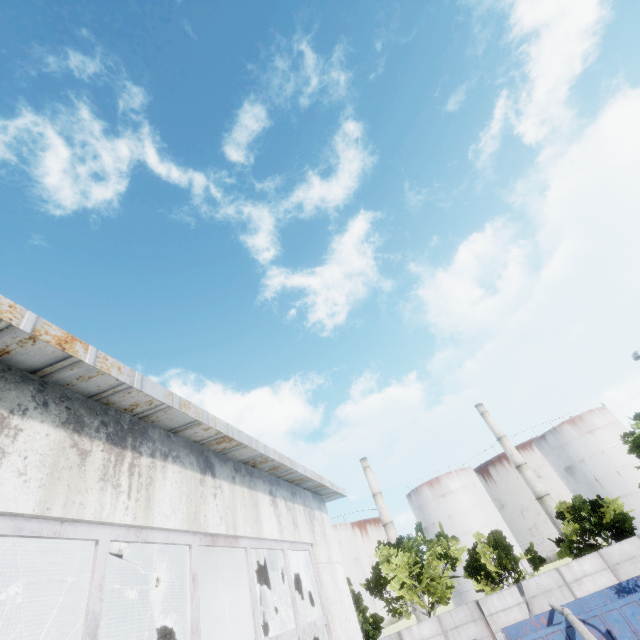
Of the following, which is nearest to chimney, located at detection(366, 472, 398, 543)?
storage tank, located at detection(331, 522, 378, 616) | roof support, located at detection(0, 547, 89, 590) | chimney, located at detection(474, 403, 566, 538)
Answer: storage tank, located at detection(331, 522, 378, 616)

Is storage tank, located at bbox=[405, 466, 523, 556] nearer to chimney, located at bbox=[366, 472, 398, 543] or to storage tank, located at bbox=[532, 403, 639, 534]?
chimney, located at bbox=[366, 472, 398, 543]

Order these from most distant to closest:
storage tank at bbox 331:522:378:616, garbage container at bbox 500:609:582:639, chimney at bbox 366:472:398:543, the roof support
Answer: chimney at bbox 366:472:398:543
storage tank at bbox 331:522:378:616
garbage container at bbox 500:609:582:639
the roof support

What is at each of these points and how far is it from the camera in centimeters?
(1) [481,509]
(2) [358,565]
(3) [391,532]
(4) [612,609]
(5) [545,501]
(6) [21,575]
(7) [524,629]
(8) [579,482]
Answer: (1) storage tank, 5053cm
(2) storage tank, 5491cm
(3) chimney, 5328cm
(4) garbage container, 1627cm
(5) chimney, 4788cm
(6) roof support, 674cm
(7) garbage container, 1975cm
(8) storage tank, 4981cm

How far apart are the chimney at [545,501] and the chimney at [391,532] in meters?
21.6

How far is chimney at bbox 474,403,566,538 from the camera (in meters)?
46.91

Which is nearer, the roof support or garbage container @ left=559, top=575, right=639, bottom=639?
the roof support

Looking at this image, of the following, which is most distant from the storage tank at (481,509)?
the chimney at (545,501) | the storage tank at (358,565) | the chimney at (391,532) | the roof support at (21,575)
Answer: the roof support at (21,575)
